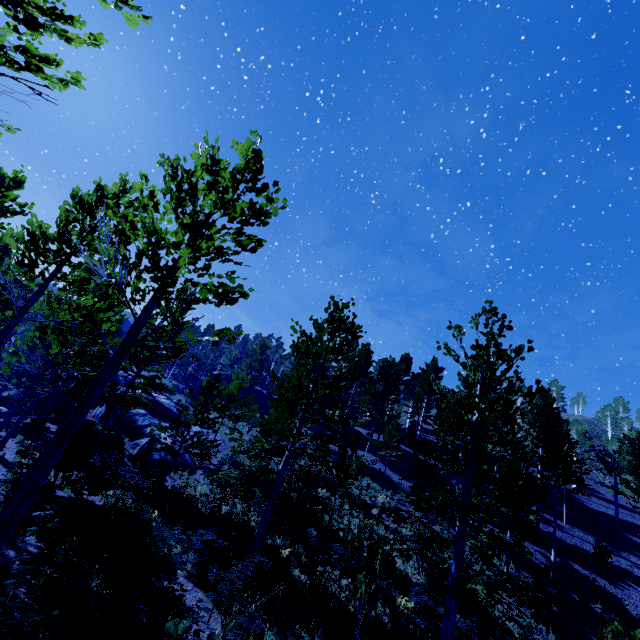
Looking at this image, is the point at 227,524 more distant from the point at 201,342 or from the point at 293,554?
the point at 201,342

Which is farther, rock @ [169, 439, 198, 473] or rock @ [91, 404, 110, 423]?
rock @ [91, 404, 110, 423]

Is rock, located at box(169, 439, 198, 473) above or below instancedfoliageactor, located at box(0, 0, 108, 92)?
below

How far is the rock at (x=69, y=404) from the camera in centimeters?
2580cm

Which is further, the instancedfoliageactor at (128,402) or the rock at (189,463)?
the rock at (189,463)

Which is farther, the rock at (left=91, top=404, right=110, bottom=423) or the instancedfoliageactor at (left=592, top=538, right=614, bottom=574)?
the rock at (left=91, top=404, right=110, bottom=423)

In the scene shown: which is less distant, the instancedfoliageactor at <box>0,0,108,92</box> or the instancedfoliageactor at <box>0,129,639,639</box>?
the instancedfoliageactor at <box>0,0,108,92</box>
